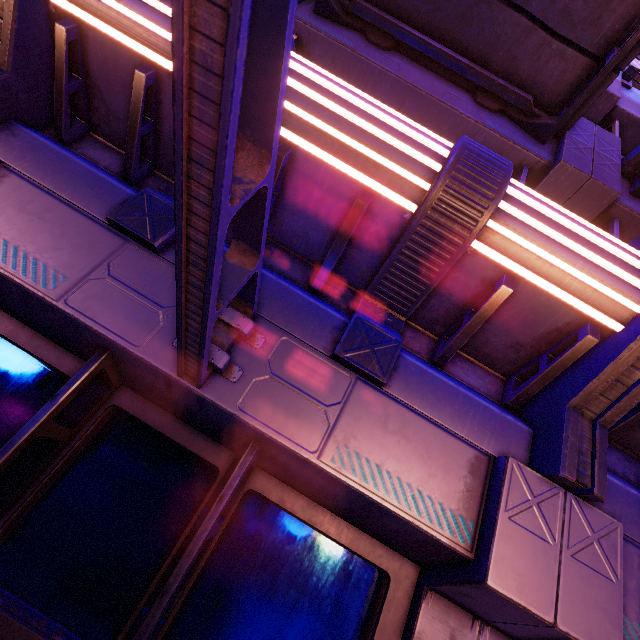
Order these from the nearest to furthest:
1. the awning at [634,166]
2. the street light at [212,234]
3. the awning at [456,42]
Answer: the street light at [212,234] < the awning at [456,42] < the awning at [634,166]

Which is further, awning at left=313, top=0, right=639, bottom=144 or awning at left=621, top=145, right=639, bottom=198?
awning at left=621, top=145, right=639, bottom=198

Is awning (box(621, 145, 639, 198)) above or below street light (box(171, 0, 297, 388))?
above

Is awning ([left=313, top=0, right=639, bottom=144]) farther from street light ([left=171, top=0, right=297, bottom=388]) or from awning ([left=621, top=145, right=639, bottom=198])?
street light ([left=171, top=0, right=297, bottom=388])

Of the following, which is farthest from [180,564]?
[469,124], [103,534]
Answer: [469,124]

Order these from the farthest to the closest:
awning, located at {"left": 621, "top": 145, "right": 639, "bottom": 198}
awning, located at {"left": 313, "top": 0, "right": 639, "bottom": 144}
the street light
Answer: awning, located at {"left": 621, "top": 145, "right": 639, "bottom": 198} < awning, located at {"left": 313, "top": 0, "right": 639, "bottom": 144} < the street light

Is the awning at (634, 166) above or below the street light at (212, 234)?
above
